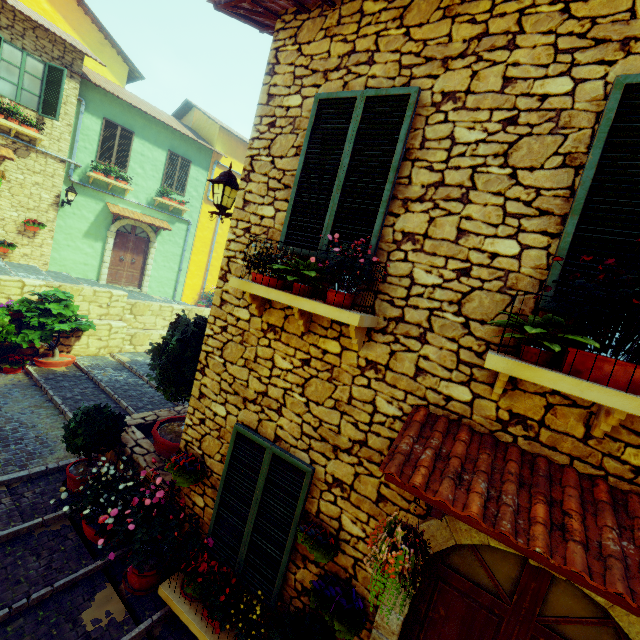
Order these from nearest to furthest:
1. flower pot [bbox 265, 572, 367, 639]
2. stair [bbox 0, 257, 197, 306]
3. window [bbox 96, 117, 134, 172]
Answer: flower pot [bbox 265, 572, 367, 639]
stair [bbox 0, 257, 197, 306]
window [bbox 96, 117, 134, 172]

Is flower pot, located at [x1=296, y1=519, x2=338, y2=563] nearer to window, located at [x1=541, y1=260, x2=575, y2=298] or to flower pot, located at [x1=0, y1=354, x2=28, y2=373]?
window, located at [x1=541, y1=260, x2=575, y2=298]

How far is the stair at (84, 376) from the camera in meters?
7.1

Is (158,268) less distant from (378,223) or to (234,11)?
(234,11)

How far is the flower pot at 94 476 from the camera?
3.6 meters

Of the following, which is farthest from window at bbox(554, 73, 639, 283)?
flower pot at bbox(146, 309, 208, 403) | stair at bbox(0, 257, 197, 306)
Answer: stair at bbox(0, 257, 197, 306)

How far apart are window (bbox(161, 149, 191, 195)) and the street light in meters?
11.8

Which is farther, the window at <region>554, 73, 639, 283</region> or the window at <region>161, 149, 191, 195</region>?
the window at <region>161, 149, 191, 195</region>
